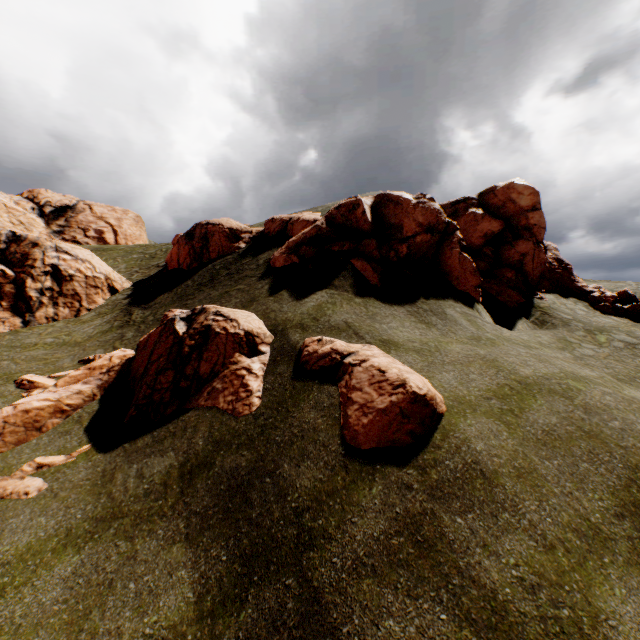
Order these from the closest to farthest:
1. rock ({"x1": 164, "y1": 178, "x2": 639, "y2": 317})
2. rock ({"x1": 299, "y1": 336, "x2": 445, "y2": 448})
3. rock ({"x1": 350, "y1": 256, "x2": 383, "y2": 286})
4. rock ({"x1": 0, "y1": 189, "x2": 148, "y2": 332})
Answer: rock ({"x1": 299, "y1": 336, "x2": 445, "y2": 448})
rock ({"x1": 350, "y1": 256, "x2": 383, "y2": 286})
rock ({"x1": 164, "y1": 178, "x2": 639, "y2": 317})
rock ({"x1": 0, "y1": 189, "x2": 148, "y2": 332})

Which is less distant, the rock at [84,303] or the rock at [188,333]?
the rock at [188,333]

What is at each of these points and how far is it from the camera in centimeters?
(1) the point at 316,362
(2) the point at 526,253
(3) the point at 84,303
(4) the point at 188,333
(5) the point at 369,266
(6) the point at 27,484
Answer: (1) rock, 1045cm
(2) rock, 2236cm
(3) rock, 2062cm
(4) rock, 1177cm
(5) rock, 1553cm
(6) rock, 885cm

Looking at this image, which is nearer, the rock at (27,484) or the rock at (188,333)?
the rock at (27,484)

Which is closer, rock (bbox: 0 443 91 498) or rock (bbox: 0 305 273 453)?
rock (bbox: 0 443 91 498)
